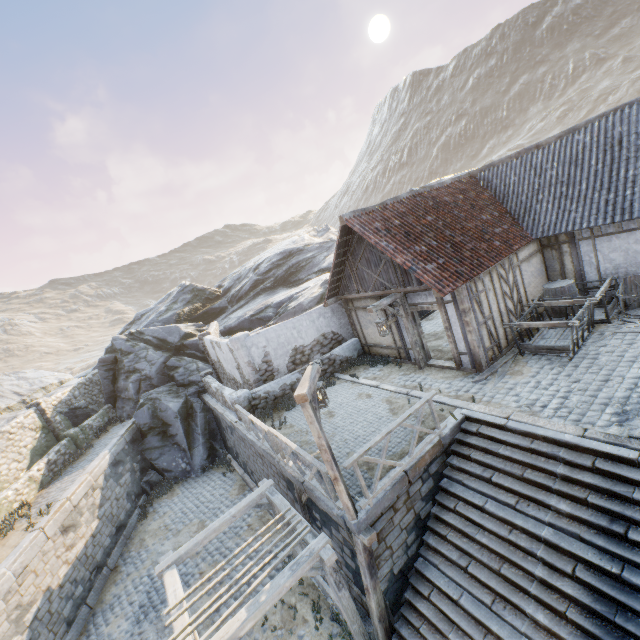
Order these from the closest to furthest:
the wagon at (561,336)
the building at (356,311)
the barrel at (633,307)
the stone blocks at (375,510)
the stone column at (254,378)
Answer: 1. the stone blocks at (375,510)
2. the wagon at (561,336)
3. the barrel at (633,307)
4. the building at (356,311)
5. the stone column at (254,378)

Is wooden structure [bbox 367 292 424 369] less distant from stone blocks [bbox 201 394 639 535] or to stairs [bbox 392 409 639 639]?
stone blocks [bbox 201 394 639 535]

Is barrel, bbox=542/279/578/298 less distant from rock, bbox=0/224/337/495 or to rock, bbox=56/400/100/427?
rock, bbox=0/224/337/495

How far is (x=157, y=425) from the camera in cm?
1748

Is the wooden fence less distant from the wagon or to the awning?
the awning

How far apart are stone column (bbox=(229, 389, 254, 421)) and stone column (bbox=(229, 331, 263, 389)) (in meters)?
0.32

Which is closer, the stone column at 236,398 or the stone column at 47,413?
the stone column at 236,398

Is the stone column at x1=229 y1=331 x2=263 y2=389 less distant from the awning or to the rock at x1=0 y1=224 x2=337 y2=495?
the rock at x1=0 y1=224 x2=337 y2=495
